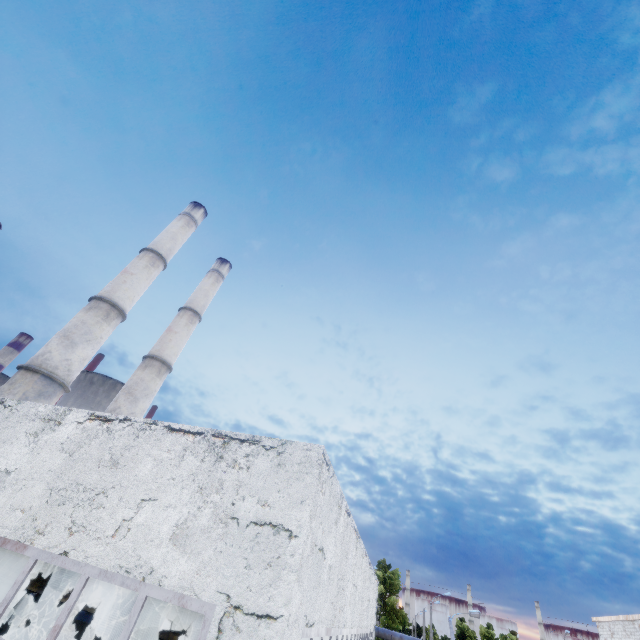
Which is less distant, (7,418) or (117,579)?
(117,579)

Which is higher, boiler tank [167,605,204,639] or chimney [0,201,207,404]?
chimney [0,201,207,404]

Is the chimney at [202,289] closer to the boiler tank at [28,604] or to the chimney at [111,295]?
the chimney at [111,295]

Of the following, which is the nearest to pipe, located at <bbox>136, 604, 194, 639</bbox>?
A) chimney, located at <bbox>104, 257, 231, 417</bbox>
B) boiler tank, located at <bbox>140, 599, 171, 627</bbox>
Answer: boiler tank, located at <bbox>140, 599, 171, 627</bbox>

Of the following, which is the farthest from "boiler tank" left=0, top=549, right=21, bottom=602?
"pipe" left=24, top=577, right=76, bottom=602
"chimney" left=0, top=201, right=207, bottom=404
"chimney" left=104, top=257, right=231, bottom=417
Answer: "pipe" left=24, top=577, right=76, bottom=602

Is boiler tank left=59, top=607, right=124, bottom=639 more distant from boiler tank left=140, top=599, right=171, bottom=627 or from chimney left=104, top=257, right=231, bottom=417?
chimney left=104, top=257, right=231, bottom=417

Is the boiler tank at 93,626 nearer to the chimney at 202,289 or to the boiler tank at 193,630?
the boiler tank at 193,630

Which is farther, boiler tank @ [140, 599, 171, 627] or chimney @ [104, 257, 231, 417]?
chimney @ [104, 257, 231, 417]
